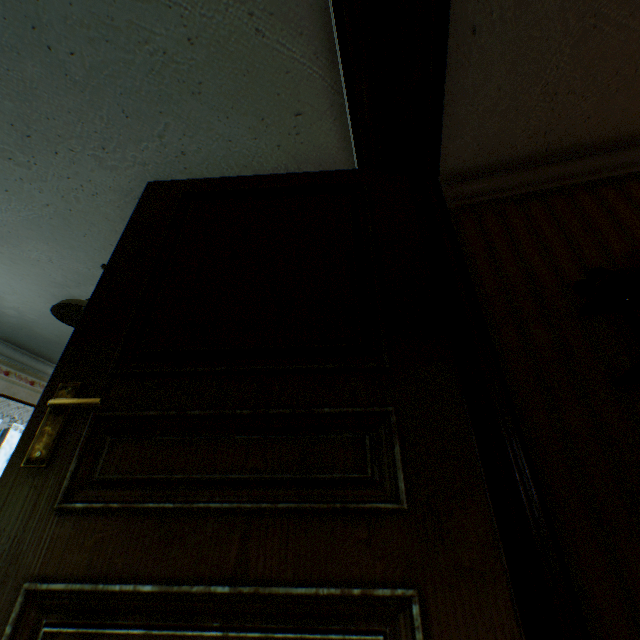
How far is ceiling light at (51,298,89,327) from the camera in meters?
3.0

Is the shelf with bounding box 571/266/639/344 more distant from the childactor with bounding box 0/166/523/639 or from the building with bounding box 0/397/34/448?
the childactor with bounding box 0/166/523/639

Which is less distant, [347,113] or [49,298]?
[347,113]

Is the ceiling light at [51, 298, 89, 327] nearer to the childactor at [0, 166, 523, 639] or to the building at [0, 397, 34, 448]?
the building at [0, 397, 34, 448]

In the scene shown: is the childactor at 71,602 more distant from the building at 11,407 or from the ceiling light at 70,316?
the ceiling light at 70,316

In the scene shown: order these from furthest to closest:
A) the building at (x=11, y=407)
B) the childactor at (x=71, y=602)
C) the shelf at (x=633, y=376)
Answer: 1. the building at (x=11, y=407)
2. the shelf at (x=633, y=376)
3. the childactor at (x=71, y=602)

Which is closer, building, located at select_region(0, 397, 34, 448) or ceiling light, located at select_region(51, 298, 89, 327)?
ceiling light, located at select_region(51, 298, 89, 327)
